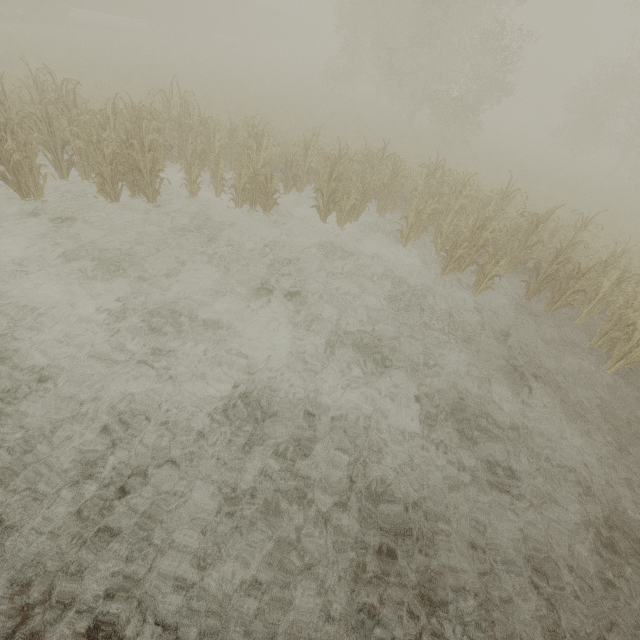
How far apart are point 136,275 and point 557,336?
9.07m
